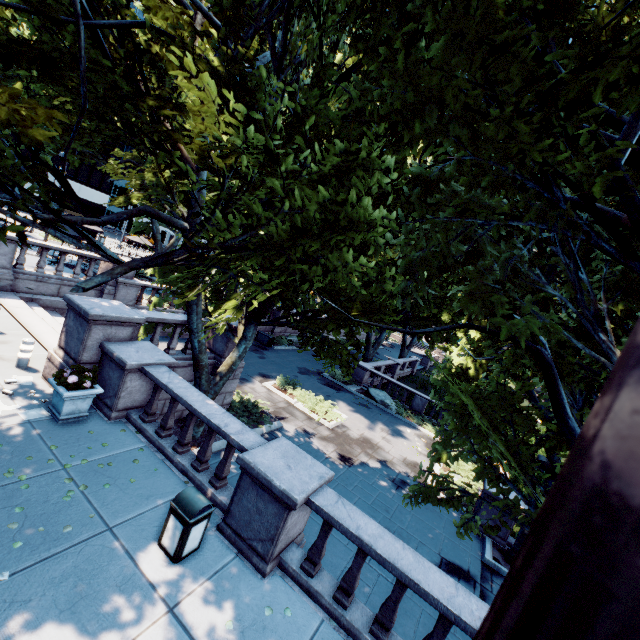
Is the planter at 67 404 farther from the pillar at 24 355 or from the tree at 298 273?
the tree at 298 273

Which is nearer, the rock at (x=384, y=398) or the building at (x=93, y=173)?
the rock at (x=384, y=398)

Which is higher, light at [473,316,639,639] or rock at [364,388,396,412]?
light at [473,316,639,639]

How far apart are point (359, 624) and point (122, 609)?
3.6 meters

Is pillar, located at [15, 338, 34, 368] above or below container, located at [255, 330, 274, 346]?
above

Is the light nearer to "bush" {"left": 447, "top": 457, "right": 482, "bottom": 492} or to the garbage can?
the garbage can

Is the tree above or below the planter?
above

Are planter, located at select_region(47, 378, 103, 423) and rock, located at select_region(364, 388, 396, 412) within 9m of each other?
no
